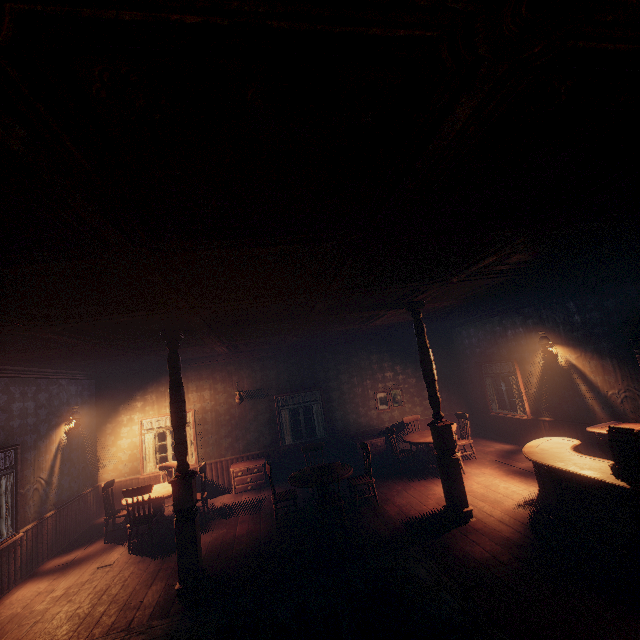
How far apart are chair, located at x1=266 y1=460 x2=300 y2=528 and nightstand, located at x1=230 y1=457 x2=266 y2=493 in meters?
2.3

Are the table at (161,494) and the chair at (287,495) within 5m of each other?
yes

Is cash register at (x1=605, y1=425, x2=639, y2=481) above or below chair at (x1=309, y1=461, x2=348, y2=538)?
above

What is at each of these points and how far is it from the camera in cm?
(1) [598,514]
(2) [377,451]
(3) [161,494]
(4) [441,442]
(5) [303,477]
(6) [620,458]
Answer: (1) table, 429
(2) nightstand, 982
(3) table, 720
(4) pillars, 573
(5) table, 677
(6) cash register, 414

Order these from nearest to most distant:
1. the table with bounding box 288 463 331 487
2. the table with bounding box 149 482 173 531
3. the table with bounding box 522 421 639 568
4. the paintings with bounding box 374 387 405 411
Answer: the table with bounding box 522 421 639 568
the table with bounding box 288 463 331 487
the table with bounding box 149 482 173 531
the paintings with bounding box 374 387 405 411

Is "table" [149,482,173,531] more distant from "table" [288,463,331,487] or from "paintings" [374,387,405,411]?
"paintings" [374,387,405,411]

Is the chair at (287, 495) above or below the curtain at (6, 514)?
below

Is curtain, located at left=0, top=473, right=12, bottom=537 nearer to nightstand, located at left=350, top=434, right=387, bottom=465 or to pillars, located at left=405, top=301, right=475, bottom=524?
nightstand, located at left=350, top=434, right=387, bottom=465
